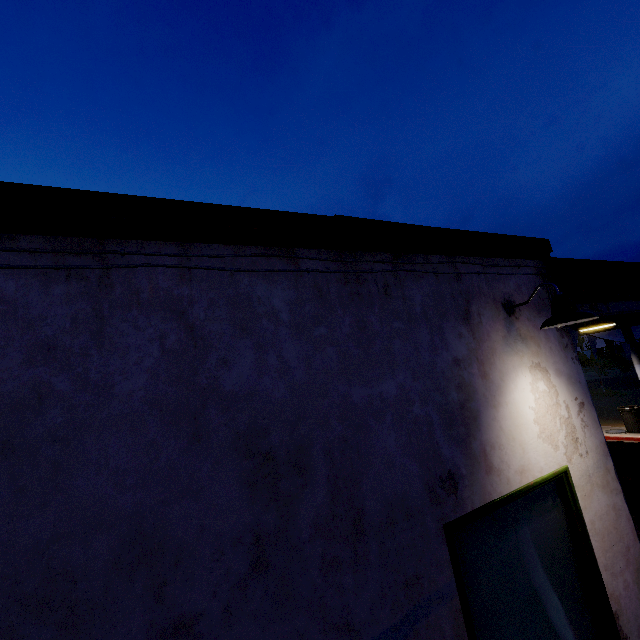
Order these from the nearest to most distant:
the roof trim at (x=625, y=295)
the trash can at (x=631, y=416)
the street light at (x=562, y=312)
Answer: the roof trim at (x=625, y=295) < the street light at (x=562, y=312) < the trash can at (x=631, y=416)

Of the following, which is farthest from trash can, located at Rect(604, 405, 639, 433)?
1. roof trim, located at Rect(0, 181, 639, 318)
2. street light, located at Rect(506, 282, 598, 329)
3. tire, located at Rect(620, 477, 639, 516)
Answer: street light, located at Rect(506, 282, 598, 329)

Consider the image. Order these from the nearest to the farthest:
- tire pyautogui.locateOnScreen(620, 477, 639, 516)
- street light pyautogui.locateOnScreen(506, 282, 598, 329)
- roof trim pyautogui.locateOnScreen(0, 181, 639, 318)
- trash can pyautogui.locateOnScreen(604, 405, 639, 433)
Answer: roof trim pyautogui.locateOnScreen(0, 181, 639, 318)
street light pyautogui.locateOnScreen(506, 282, 598, 329)
tire pyautogui.locateOnScreen(620, 477, 639, 516)
trash can pyautogui.locateOnScreen(604, 405, 639, 433)

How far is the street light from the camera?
2.8 meters

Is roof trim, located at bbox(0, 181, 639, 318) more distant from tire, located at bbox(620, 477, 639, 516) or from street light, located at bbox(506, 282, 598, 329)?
tire, located at bbox(620, 477, 639, 516)

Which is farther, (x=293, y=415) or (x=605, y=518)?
(x=605, y=518)

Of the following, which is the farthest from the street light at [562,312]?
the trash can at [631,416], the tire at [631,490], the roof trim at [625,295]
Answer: the trash can at [631,416]

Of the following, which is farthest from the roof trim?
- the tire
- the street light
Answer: the tire
